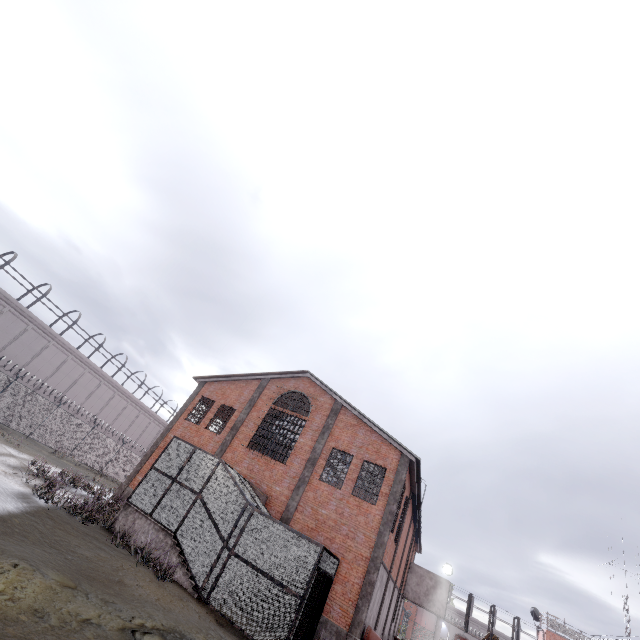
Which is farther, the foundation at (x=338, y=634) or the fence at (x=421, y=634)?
the fence at (x=421, y=634)

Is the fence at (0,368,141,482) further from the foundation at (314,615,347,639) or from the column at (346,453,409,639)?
the column at (346,453,409,639)

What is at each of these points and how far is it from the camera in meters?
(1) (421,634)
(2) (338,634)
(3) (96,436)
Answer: (1) fence, 57.4
(2) foundation, 13.7
(3) fence, 29.6

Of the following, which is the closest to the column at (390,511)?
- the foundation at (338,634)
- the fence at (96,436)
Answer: the foundation at (338,634)

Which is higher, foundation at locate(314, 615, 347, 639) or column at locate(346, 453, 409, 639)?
column at locate(346, 453, 409, 639)

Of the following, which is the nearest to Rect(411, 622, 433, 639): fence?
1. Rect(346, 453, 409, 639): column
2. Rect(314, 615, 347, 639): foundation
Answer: Rect(314, 615, 347, 639): foundation

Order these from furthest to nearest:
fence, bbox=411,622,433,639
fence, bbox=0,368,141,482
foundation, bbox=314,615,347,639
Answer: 1. fence, bbox=411,622,433,639
2. fence, bbox=0,368,141,482
3. foundation, bbox=314,615,347,639
